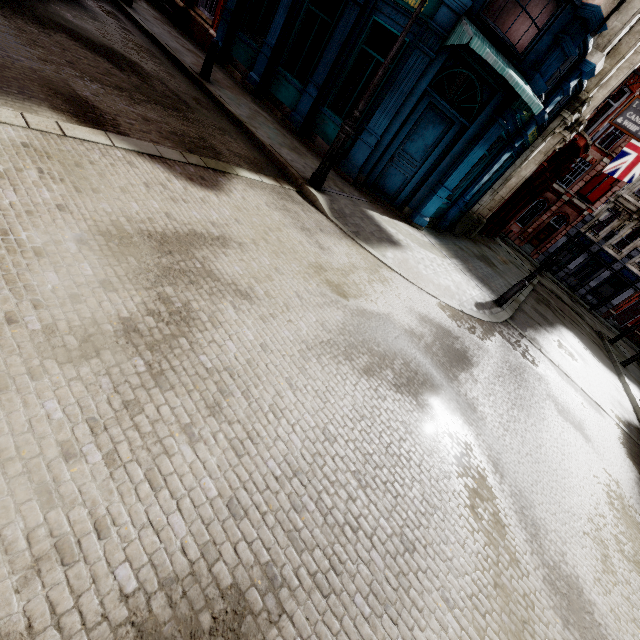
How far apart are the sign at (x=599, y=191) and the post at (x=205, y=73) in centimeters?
3565cm

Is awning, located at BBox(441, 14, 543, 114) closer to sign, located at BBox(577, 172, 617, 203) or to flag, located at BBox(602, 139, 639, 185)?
flag, located at BBox(602, 139, 639, 185)

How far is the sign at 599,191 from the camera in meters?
29.5 m

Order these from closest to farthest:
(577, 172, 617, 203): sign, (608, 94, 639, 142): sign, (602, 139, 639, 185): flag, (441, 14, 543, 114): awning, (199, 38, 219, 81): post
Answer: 1. (441, 14, 543, 114): awning
2. (199, 38, 219, 81): post
3. (608, 94, 639, 142): sign
4. (602, 139, 639, 185): flag
5. (577, 172, 617, 203): sign

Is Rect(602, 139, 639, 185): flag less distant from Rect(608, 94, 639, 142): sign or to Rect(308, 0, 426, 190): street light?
Rect(608, 94, 639, 142): sign

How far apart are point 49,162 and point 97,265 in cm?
151

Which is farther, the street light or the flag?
the flag

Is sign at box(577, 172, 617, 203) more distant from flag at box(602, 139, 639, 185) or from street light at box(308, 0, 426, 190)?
street light at box(308, 0, 426, 190)
